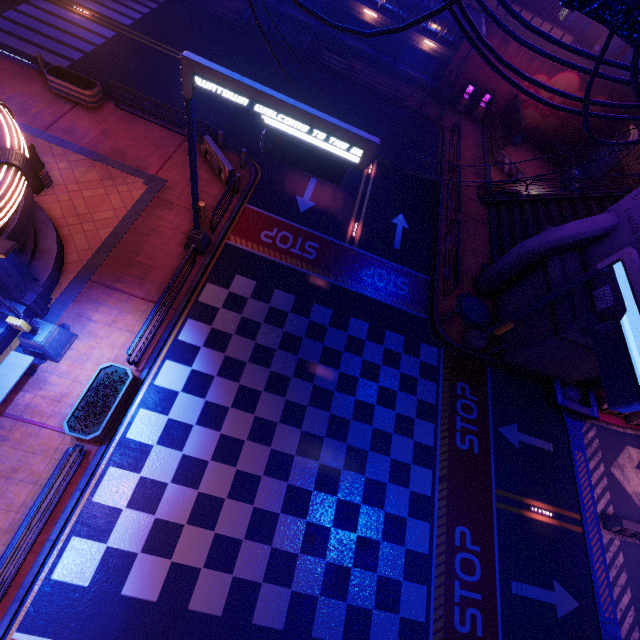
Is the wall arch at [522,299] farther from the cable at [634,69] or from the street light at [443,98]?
the street light at [443,98]

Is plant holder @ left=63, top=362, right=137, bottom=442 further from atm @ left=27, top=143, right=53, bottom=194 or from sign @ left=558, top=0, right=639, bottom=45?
sign @ left=558, top=0, right=639, bottom=45

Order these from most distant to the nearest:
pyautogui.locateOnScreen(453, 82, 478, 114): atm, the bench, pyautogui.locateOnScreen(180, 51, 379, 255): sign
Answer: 1. pyautogui.locateOnScreen(453, 82, 478, 114): atm
2. the bench
3. pyautogui.locateOnScreen(180, 51, 379, 255): sign

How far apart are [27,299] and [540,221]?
25.63m

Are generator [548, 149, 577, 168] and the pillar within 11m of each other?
no

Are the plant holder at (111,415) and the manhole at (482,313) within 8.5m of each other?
no

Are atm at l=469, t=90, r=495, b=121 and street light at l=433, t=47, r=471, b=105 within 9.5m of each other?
yes

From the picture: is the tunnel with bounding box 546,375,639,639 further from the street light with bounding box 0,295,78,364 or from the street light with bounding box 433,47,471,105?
the street light with bounding box 433,47,471,105
